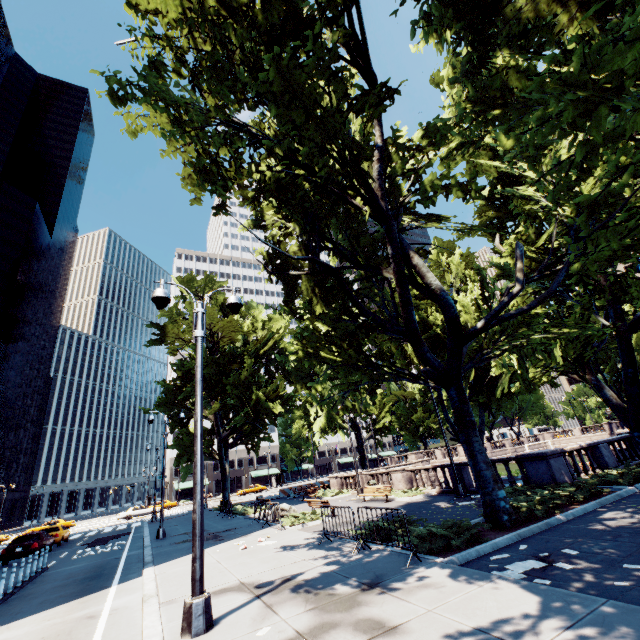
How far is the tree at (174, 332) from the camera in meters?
29.4

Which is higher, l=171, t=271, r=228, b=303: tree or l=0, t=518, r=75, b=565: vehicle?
l=171, t=271, r=228, b=303: tree

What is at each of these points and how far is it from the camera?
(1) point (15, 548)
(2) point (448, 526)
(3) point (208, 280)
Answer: (1) vehicle, 19.16m
(2) bush, 9.55m
(3) tree, 38.97m

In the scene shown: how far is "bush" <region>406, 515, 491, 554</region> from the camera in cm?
827

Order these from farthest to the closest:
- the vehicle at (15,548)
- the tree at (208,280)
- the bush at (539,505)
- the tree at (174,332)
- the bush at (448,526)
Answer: the tree at (208,280) → the tree at (174,332) → the vehicle at (15,548) → the bush at (539,505) → the bush at (448,526)

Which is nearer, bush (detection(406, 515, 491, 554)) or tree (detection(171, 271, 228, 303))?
bush (detection(406, 515, 491, 554))

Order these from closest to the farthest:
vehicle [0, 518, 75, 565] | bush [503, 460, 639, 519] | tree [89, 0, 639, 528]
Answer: tree [89, 0, 639, 528], bush [503, 460, 639, 519], vehicle [0, 518, 75, 565]

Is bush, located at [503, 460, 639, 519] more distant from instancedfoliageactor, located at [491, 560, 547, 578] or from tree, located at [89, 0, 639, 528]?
instancedfoliageactor, located at [491, 560, 547, 578]
